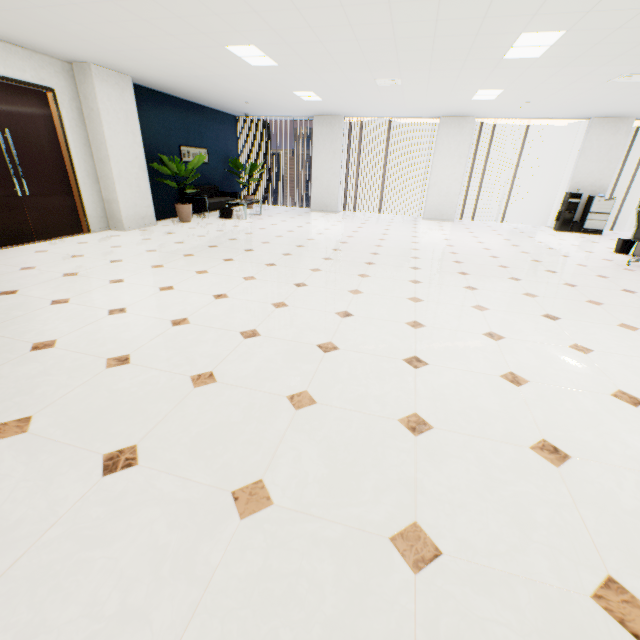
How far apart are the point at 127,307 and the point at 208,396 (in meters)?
1.92

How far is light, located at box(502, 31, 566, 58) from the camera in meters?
3.9 m

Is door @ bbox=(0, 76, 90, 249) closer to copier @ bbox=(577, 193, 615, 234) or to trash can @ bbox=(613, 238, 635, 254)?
trash can @ bbox=(613, 238, 635, 254)

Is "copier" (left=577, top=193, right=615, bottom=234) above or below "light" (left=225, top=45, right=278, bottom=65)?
below

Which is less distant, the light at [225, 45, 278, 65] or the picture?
the light at [225, 45, 278, 65]

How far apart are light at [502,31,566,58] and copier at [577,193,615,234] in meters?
6.5 m

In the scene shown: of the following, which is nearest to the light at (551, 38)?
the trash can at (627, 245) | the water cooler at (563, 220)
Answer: the trash can at (627, 245)

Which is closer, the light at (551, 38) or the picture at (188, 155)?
the light at (551, 38)
